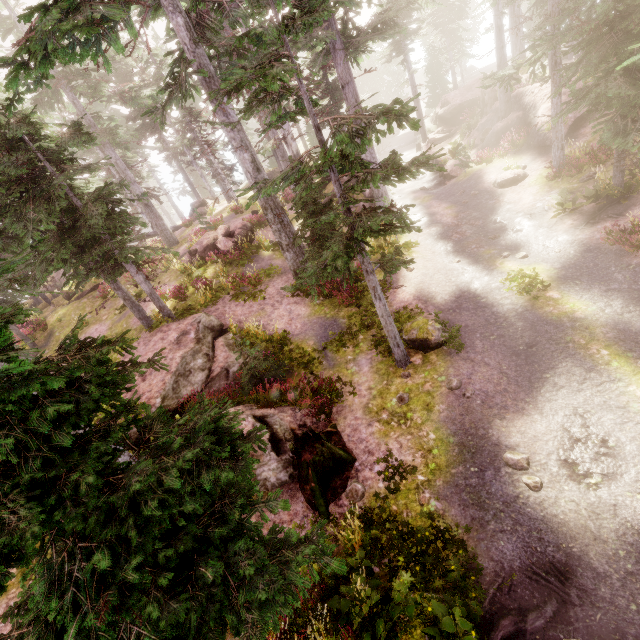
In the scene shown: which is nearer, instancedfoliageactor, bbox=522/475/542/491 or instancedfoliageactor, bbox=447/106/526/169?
instancedfoliageactor, bbox=522/475/542/491

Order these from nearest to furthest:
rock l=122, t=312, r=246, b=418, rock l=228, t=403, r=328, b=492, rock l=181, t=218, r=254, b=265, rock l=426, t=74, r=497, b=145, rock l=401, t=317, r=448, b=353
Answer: rock l=228, t=403, r=328, b=492
rock l=401, t=317, r=448, b=353
rock l=122, t=312, r=246, b=418
rock l=181, t=218, r=254, b=265
rock l=426, t=74, r=497, b=145

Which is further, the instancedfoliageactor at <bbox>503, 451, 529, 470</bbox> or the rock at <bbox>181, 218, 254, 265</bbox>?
the rock at <bbox>181, 218, 254, 265</bbox>

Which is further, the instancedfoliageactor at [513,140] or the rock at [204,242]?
the rock at [204,242]

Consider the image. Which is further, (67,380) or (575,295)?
(575,295)

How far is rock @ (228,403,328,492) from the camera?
8.4m

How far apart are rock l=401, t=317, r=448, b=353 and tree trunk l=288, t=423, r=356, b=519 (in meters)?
3.52

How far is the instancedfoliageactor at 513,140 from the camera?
19.1m
